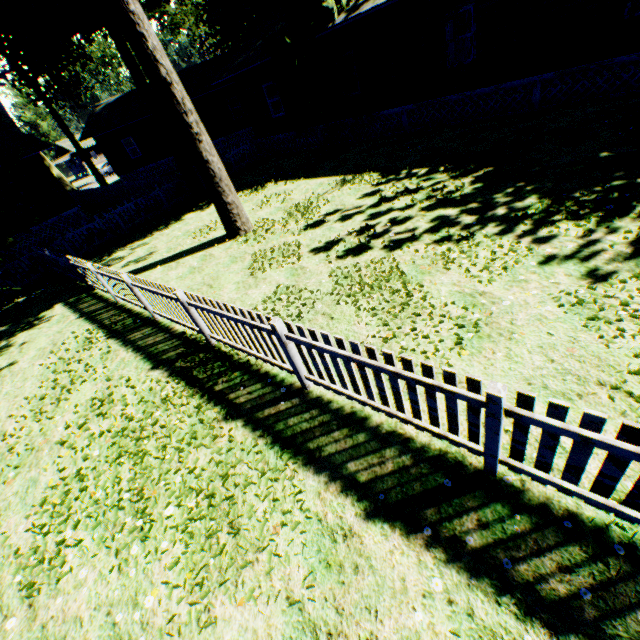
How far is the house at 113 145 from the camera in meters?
27.2 m

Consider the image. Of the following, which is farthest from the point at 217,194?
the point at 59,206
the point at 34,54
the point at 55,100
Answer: the point at 59,206

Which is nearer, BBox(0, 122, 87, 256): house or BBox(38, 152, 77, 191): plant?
BBox(0, 122, 87, 256): house

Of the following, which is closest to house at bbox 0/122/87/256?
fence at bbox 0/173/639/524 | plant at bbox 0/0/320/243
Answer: fence at bbox 0/173/639/524

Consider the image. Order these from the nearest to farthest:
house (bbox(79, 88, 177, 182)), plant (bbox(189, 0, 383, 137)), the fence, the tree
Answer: the fence, plant (bbox(189, 0, 383, 137)), house (bbox(79, 88, 177, 182)), the tree

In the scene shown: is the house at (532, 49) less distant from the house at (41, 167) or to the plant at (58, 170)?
the plant at (58, 170)

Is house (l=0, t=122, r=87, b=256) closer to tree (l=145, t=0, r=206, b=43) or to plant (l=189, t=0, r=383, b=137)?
plant (l=189, t=0, r=383, b=137)

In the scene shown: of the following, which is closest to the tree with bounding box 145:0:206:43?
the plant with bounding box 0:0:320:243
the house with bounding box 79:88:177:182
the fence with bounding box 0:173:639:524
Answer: the plant with bounding box 0:0:320:243
